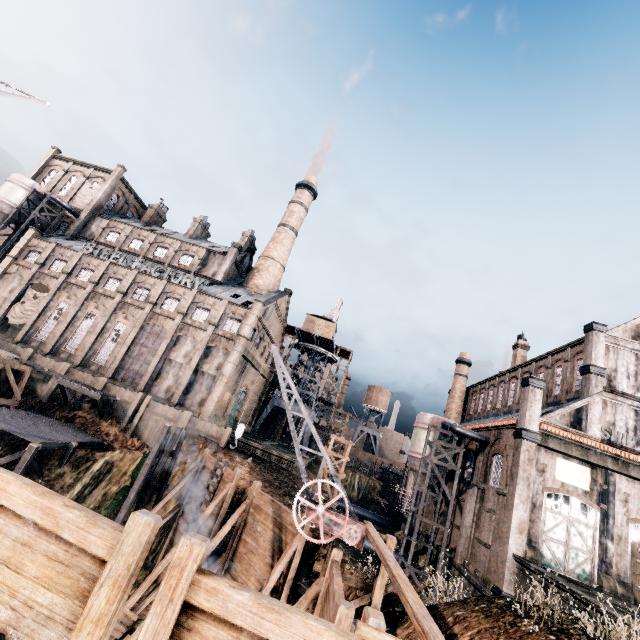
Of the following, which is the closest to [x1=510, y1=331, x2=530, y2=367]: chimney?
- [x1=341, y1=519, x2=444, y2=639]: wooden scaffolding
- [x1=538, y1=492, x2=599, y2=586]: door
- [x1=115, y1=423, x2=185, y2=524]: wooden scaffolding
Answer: [x1=538, y1=492, x2=599, y2=586]: door

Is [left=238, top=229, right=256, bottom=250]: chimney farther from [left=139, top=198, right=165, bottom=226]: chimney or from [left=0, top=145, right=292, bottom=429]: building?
[left=139, top=198, right=165, bottom=226]: chimney

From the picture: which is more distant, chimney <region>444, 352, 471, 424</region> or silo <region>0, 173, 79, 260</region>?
chimney <region>444, 352, 471, 424</region>

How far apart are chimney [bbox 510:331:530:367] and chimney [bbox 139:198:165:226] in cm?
6193

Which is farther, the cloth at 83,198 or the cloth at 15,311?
the cloth at 83,198

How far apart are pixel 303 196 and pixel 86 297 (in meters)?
36.92

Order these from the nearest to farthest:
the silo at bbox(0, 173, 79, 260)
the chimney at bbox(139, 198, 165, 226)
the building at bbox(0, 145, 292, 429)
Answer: the building at bbox(0, 145, 292, 429)
the silo at bbox(0, 173, 79, 260)
the chimney at bbox(139, 198, 165, 226)

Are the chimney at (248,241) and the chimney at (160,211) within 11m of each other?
no
